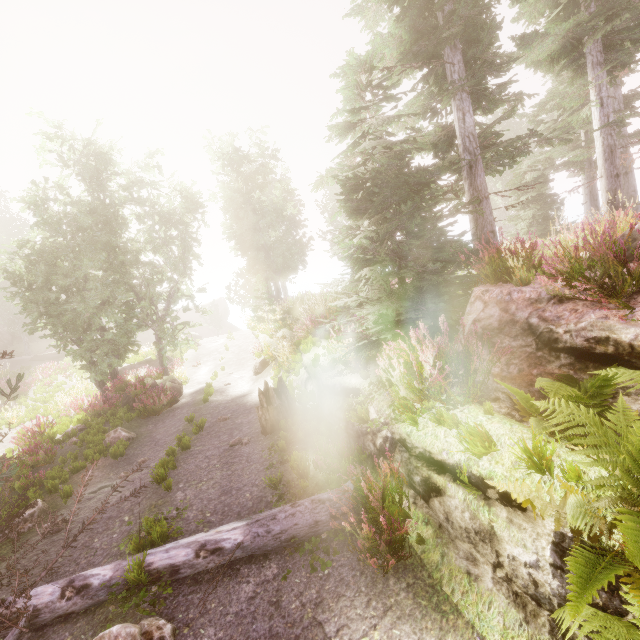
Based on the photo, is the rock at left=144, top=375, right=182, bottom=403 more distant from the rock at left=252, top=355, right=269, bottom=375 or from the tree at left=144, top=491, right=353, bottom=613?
the tree at left=144, top=491, right=353, bottom=613

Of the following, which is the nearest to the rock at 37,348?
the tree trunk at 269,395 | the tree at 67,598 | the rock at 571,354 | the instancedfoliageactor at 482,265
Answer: the instancedfoliageactor at 482,265

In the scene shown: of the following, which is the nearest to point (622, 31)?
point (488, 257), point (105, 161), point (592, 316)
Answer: point (488, 257)

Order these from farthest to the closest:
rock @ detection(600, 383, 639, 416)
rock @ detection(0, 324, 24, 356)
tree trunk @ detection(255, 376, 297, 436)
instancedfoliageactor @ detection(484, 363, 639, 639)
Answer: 1. rock @ detection(0, 324, 24, 356)
2. tree trunk @ detection(255, 376, 297, 436)
3. rock @ detection(600, 383, 639, 416)
4. instancedfoliageactor @ detection(484, 363, 639, 639)

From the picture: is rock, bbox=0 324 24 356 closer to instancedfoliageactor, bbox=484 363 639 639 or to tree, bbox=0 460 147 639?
instancedfoliageactor, bbox=484 363 639 639

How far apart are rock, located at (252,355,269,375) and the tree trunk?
5.5 meters

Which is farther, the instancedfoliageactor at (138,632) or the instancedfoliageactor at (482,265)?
the instancedfoliageactor at (482,265)

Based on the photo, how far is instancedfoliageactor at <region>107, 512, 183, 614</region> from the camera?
4.3 meters
